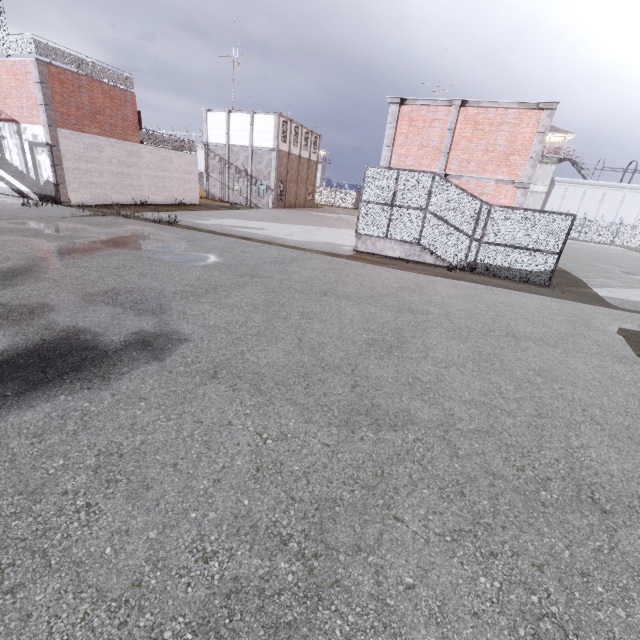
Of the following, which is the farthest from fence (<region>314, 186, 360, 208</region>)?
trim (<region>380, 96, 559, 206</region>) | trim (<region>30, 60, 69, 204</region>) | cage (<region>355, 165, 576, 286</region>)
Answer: trim (<region>380, 96, 559, 206</region>)

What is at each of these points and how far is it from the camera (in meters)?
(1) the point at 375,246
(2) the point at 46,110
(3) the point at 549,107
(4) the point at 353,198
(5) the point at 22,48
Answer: (1) stair, 15.41
(2) trim, 17.50
(3) trim, 13.67
(4) fence, 53.47
(5) metal railing, 16.77

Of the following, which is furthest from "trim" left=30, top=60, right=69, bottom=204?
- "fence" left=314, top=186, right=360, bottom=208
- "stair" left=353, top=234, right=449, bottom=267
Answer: "stair" left=353, top=234, right=449, bottom=267

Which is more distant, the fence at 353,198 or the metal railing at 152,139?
the fence at 353,198

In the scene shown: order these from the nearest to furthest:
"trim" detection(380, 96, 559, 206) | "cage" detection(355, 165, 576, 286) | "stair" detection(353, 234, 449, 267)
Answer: "cage" detection(355, 165, 576, 286)
"trim" detection(380, 96, 559, 206)
"stair" detection(353, 234, 449, 267)

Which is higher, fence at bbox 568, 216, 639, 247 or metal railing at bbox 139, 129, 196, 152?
metal railing at bbox 139, 129, 196, 152

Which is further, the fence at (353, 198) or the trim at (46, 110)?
the fence at (353, 198)

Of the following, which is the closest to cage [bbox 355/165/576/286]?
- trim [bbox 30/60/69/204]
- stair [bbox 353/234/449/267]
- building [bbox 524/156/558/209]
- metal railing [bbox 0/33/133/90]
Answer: stair [bbox 353/234/449/267]
